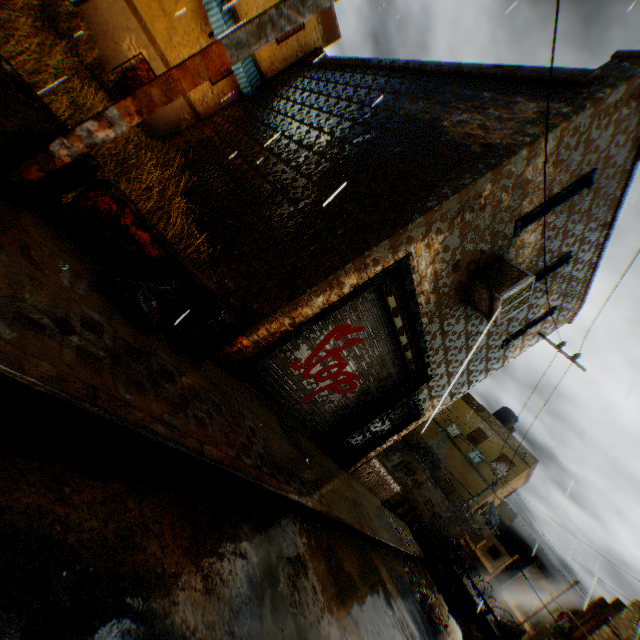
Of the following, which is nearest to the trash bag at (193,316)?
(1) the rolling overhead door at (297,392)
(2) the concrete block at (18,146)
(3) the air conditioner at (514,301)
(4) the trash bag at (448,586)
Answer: (2) the concrete block at (18,146)

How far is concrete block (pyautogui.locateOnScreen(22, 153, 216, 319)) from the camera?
2.9m

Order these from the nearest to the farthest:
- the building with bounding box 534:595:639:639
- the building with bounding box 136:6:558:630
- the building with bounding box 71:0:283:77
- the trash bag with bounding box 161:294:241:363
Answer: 1. the trash bag with bounding box 161:294:241:363
2. the building with bounding box 136:6:558:630
3. the building with bounding box 71:0:283:77
4. the building with bounding box 534:595:639:639

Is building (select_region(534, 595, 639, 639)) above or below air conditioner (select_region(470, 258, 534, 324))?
above

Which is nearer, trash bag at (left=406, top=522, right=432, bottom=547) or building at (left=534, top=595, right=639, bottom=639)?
trash bag at (left=406, top=522, right=432, bottom=547)

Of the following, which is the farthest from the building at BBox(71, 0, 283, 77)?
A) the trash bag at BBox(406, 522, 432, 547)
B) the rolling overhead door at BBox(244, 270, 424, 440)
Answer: the trash bag at BBox(406, 522, 432, 547)

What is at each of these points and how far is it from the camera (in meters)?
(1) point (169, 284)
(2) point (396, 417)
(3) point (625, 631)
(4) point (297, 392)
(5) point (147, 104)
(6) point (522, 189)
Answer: (1) trash bag, 3.38
(2) door, 9.02
(3) building, 18.08
(4) rolling overhead door, 6.59
(5) electric pole, 2.57
(6) building, 5.40

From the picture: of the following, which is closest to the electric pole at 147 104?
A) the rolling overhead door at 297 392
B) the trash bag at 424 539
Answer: the rolling overhead door at 297 392
